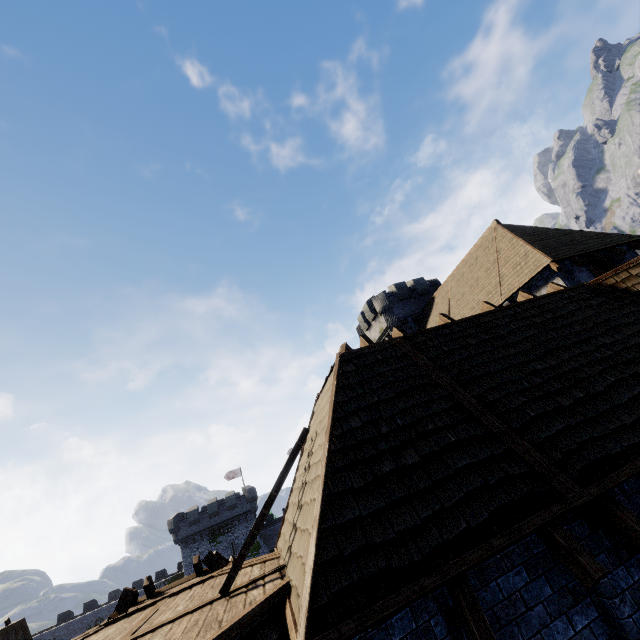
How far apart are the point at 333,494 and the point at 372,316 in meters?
28.9

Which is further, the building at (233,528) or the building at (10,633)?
the building at (10,633)

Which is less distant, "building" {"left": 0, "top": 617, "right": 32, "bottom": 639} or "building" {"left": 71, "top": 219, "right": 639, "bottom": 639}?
"building" {"left": 71, "top": 219, "right": 639, "bottom": 639}
